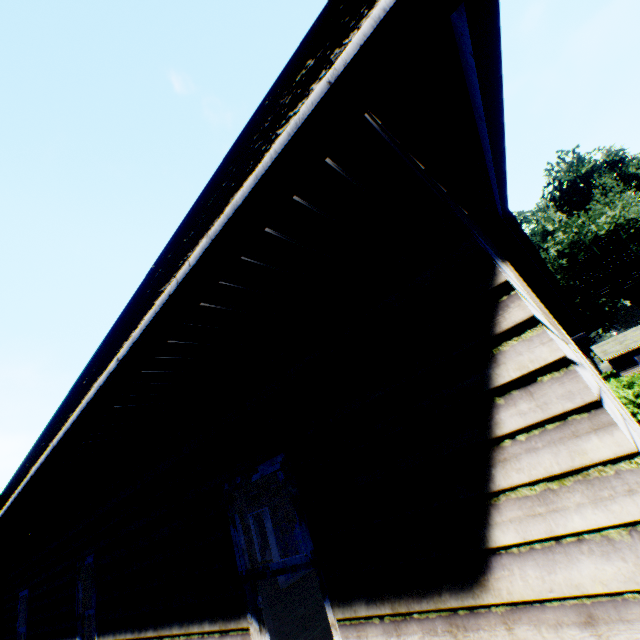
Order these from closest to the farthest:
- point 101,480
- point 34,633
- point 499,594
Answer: point 499,594 < point 101,480 < point 34,633

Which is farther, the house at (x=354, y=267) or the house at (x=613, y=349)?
the house at (x=613, y=349)

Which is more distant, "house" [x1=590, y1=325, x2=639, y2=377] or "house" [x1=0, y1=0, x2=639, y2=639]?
"house" [x1=590, y1=325, x2=639, y2=377]
